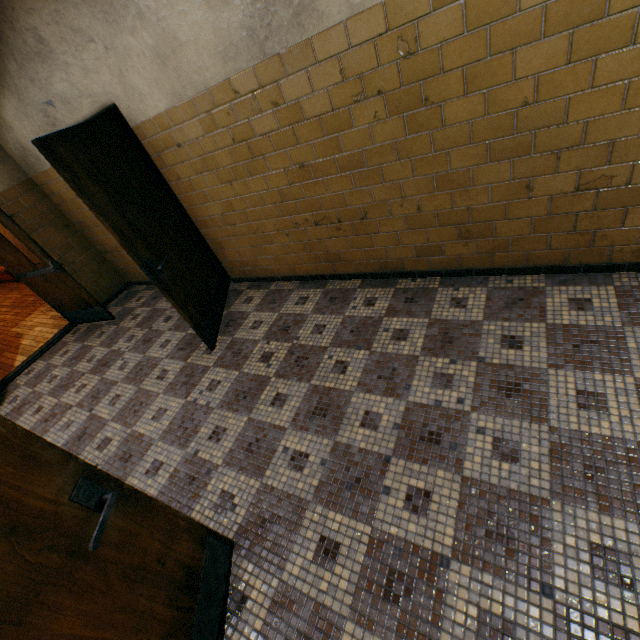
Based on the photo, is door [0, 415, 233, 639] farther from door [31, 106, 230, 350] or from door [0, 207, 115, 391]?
door [0, 207, 115, 391]

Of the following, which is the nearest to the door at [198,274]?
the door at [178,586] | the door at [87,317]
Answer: the door at [87,317]

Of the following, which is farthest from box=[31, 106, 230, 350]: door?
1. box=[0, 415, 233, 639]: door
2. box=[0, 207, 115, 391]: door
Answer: box=[0, 415, 233, 639]: door

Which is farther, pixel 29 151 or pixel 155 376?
pixel 29 151

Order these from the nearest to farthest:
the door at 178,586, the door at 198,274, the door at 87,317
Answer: the door at 178,586 < the door at 198,274 < the door at 87,317

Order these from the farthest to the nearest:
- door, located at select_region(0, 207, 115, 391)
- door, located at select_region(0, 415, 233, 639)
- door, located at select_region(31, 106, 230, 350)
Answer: door, located at select_region(0, 207, 115, 391) < door, located at select_region(31, 106, 230, 350) < door, located at select_region(0, 415, 233, 639)

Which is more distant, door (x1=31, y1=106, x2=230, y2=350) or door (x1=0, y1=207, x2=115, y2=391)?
door (x1=0, y1=207, x2=115, y2=391)
